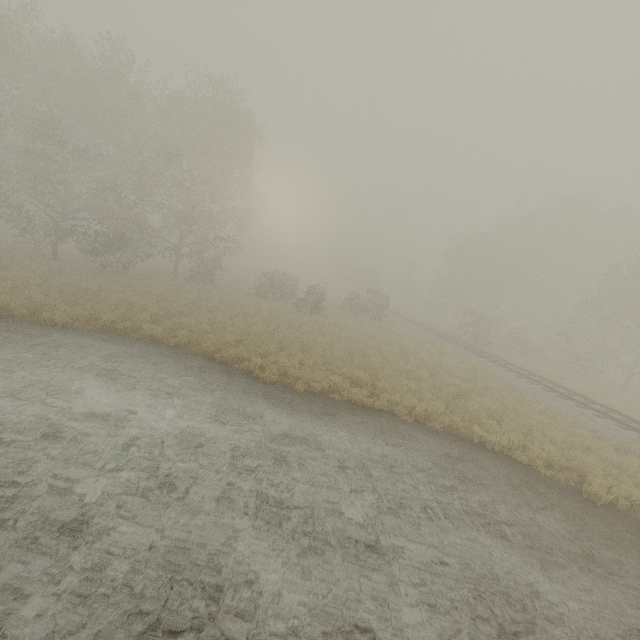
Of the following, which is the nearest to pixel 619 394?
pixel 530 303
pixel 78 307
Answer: pixel 530 303

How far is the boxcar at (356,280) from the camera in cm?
5478

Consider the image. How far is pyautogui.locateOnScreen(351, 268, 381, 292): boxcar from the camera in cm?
5478
